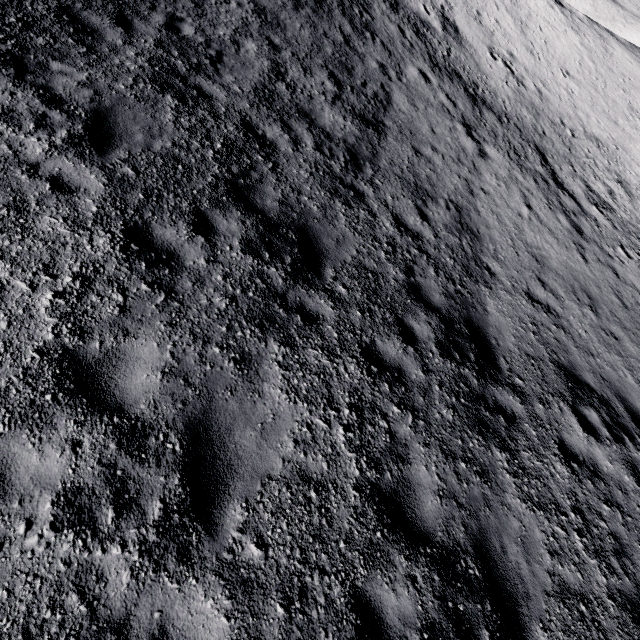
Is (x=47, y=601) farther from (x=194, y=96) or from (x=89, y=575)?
(x=194, y=96)
